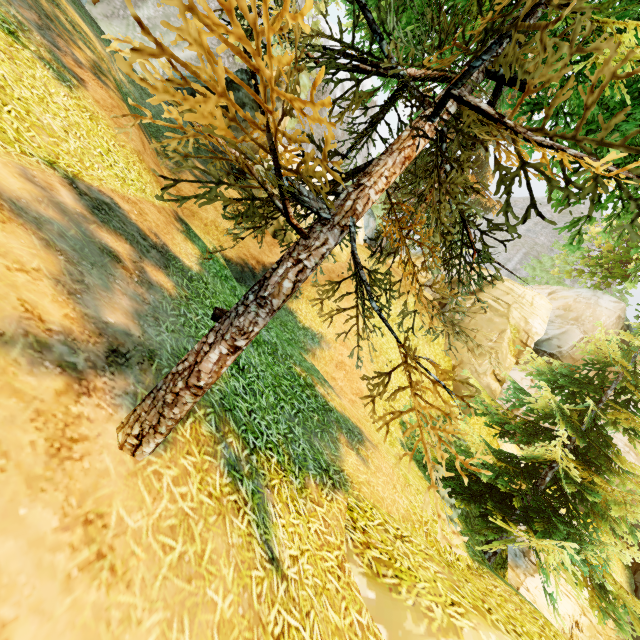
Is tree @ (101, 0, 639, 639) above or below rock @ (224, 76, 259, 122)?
below

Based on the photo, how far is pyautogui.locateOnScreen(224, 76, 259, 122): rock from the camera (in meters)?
14.40

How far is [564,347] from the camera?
16.4m

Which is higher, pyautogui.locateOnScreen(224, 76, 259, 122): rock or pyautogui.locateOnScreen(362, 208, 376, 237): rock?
pyautogui.locateOnScreen(362, 208, 376, 237): rock

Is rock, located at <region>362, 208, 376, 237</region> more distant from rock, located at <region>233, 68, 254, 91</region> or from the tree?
rock, located at <region>233, 68, 254, 91</region>

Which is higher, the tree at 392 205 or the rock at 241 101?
the rock at 241 101

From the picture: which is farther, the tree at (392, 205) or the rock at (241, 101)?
the rock at (241, 101)

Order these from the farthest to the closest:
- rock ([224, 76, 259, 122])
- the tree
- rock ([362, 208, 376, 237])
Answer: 1. rock ([362, 208, 376, 237])
2. rock ([224, 76, 259, 122])
3. the tree
